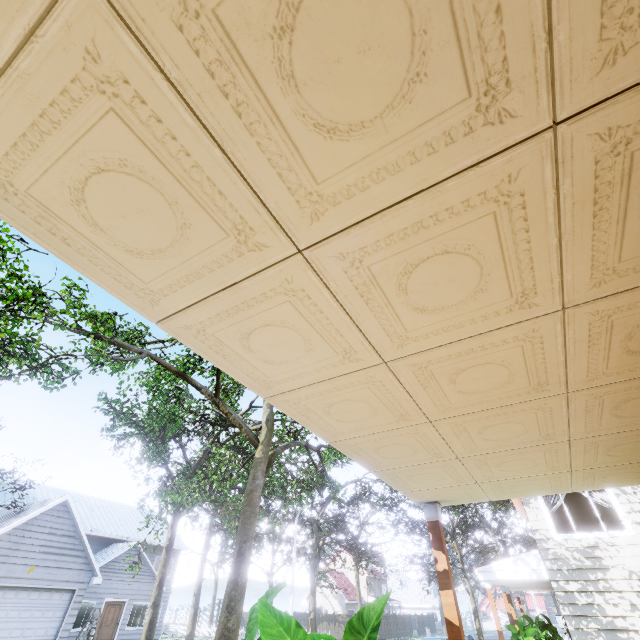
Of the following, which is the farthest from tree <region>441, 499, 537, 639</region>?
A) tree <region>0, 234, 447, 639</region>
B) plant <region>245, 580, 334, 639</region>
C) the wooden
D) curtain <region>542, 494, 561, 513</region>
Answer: plant <region>245, 580, 334, 639</region>

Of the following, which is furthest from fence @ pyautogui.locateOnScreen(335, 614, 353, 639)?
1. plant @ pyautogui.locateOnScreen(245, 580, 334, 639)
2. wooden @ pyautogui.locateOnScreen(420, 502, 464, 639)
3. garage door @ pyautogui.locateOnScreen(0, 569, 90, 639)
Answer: wooden @ pyautogui.locateOnScreen(420, 502, 464, 639)

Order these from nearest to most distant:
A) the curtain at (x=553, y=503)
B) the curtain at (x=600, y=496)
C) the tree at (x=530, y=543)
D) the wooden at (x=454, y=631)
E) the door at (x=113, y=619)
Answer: the wooden at (x=454, y=631)
the curtain at (x=600, y=496)
the curtain at (x=553, y=503)
the door at (x=113, y=619)
the tree at (x=530, y=543)

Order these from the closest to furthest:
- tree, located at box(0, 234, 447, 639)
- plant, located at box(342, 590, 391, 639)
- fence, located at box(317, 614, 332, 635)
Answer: plant, located at box(342, 590, 391, 639)
tree, located at box(0, 234, 447, 639)
fence, located at box(317, 614, 332, 635)

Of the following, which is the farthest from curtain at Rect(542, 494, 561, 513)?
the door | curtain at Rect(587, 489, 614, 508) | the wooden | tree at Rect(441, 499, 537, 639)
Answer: the door

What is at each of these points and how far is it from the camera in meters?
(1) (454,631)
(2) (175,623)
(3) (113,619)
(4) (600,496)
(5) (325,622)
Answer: (1) wooden, 3.8
(2) fence, 37.5
(3) door, 21.0
(4) curtain, 10.0
(5) fence, 38.9

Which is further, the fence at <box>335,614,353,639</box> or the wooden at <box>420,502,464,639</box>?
the fence at <box>335,614,353,639</box>

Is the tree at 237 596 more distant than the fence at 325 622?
No
